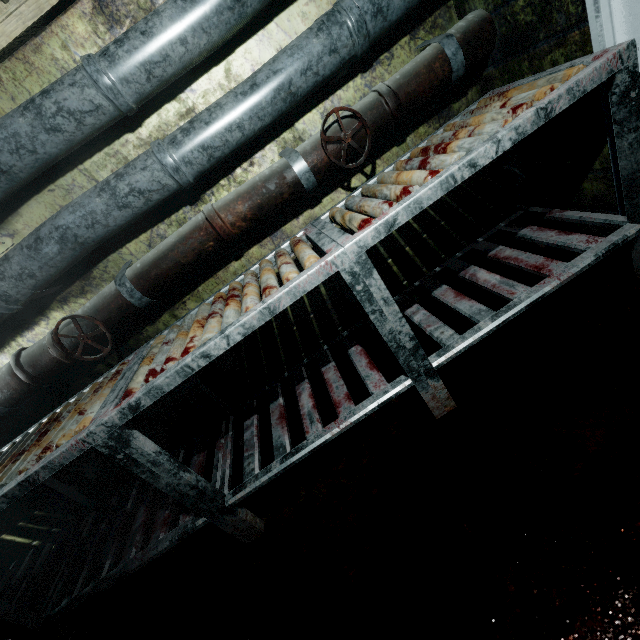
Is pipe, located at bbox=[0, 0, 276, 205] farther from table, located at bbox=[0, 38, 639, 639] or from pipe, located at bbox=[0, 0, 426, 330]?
table, located at bbox=[0, 38, 639, 639]

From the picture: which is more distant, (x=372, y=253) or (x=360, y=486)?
(x=372, y=253)

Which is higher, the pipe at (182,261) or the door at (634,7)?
the pipe at (182,261)

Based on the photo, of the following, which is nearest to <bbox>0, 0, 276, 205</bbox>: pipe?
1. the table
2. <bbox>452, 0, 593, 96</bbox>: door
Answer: <bbox>452, 0, 593, 96</bbox>: door

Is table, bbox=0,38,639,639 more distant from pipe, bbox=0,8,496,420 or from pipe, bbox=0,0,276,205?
pipe, bbox=0,0,276,205

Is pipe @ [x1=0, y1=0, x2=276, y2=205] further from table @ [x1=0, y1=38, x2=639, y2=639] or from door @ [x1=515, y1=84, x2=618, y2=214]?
table @ [x1=0, y1=38, x2=639, y2=639]

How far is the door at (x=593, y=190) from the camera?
1.28m

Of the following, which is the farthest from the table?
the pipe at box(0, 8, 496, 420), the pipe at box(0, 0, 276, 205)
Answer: the pipe at box(0, 0, 276, 205)
